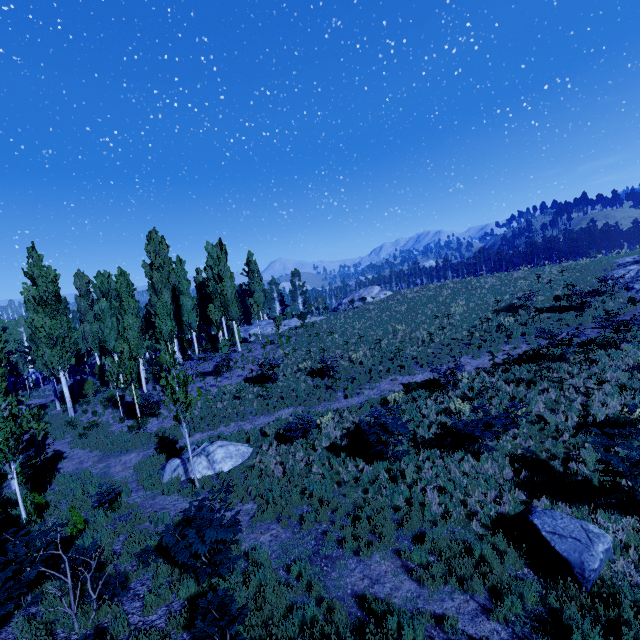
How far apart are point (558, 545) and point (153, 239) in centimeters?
3602cm

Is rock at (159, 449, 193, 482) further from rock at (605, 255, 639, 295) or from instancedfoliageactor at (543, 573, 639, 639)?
rock at (605, 255, 639, 295)

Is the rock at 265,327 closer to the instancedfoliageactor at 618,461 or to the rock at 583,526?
the instancedfoliageactor at 618,461

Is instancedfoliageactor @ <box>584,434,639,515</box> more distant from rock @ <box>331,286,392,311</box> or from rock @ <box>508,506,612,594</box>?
rock @ <box>331,286,392,311</box>

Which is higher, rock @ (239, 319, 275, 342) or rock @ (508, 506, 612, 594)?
rock @ (239, 319, 275, 342)

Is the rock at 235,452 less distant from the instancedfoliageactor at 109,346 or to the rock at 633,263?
the instancedfoliageactor at 109,346

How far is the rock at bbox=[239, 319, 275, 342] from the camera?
35.0m

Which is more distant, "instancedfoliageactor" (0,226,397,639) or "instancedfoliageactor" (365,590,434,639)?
"instancedfoliageactor" (0,226,397,639)
